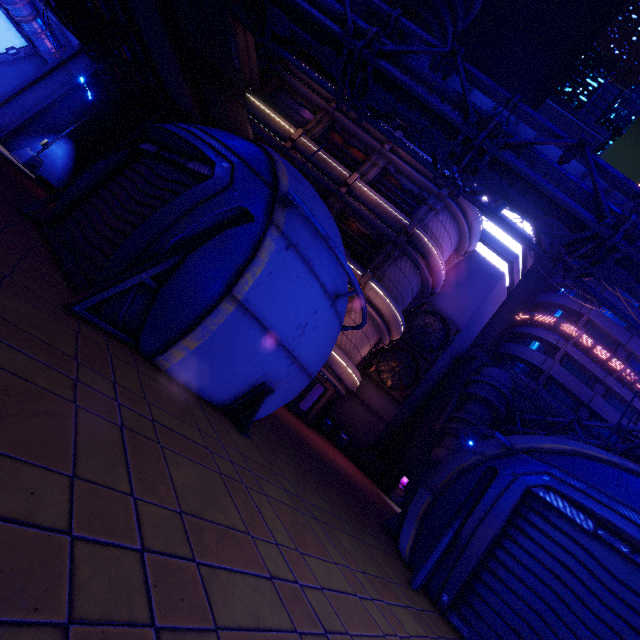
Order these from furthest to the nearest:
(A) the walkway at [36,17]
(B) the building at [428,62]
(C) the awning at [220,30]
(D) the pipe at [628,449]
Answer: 1. (A) the walkway at [36,17]
2. (B) the building at [428,62]
3. (D) the pipe at [628,449]
4. (C) the awning at [220,30]

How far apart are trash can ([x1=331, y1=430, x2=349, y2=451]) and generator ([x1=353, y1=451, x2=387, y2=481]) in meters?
1.1 m

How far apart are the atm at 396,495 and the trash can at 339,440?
4.20m

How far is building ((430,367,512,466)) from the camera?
22.1 meters

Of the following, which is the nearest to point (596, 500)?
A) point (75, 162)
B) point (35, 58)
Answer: point (75, 162)

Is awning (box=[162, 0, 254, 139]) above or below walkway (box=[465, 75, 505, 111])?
below

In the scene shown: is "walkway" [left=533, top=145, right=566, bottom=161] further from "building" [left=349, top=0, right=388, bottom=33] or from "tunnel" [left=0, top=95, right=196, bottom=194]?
"tunnel" [left=0, top=95, right=196, bottom=194]

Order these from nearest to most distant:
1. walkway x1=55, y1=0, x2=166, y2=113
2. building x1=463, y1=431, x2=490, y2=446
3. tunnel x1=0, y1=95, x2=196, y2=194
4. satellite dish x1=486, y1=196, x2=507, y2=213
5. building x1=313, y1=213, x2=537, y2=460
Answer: walkway x1=55, y1=0, x2=166, y2=113 < tunnel x1=0, y1=95, x2=196, y2=194 < building x1=463, y1=431, x2=490, y2=446 < satellite dish x1=486, y1=196, x2=507, y2=213 < building x1=313, y1=213, x2=537, y2=460
